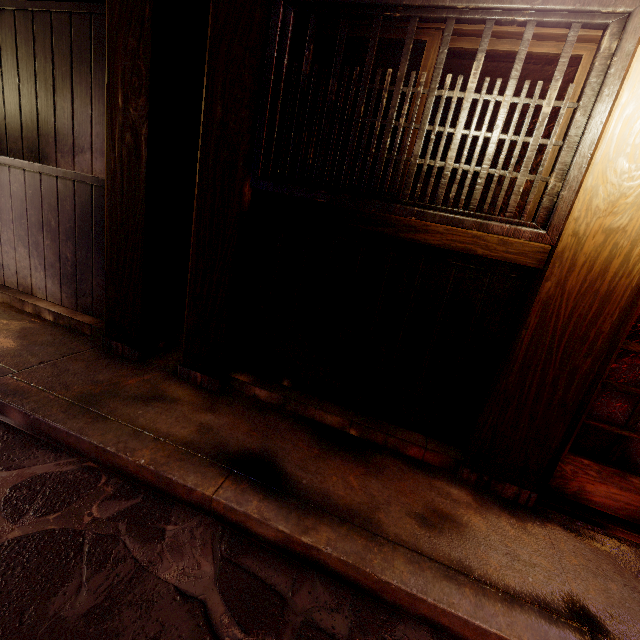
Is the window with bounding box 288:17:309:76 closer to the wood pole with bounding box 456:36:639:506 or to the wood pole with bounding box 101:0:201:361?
the wood pole with bounding box 456:36:639:506

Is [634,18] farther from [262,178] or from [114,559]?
[114,559]

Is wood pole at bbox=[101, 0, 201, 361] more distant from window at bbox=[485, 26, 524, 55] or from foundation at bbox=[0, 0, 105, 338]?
window at bbox=[485, 26, 524, 55]

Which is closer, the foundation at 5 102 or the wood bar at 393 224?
the wood bar at 393 224

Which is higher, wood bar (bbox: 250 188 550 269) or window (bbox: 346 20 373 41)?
window (bbox: 346 20 373 41)

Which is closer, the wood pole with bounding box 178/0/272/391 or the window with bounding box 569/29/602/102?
the window with bounding box 569/29/602/102

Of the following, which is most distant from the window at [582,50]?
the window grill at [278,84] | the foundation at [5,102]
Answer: the foundation at [5,102]

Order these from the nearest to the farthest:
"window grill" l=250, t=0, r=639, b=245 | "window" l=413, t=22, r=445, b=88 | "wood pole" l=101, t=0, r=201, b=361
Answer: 1. "window grill" l=250, t=0, r=639, b=245
2. "window" l=413, t=22, r=445, b=88
3. "wood pole" l=101, t=0, r=201, b=361
